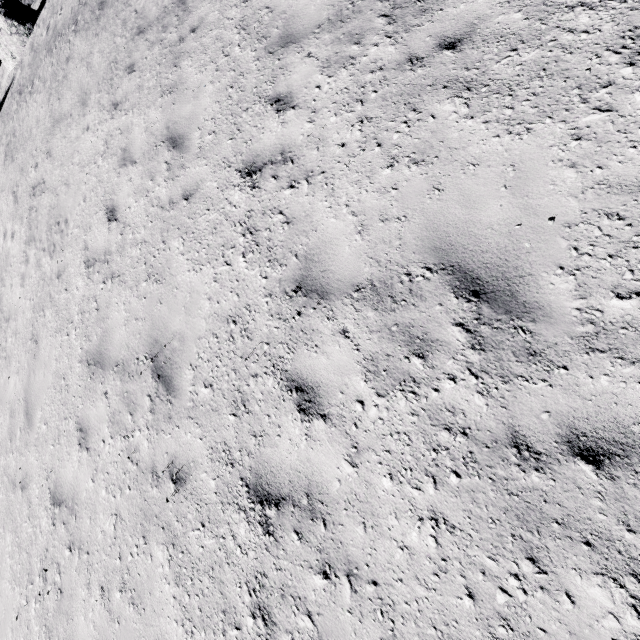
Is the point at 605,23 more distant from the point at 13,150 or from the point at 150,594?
the point at 13,150
